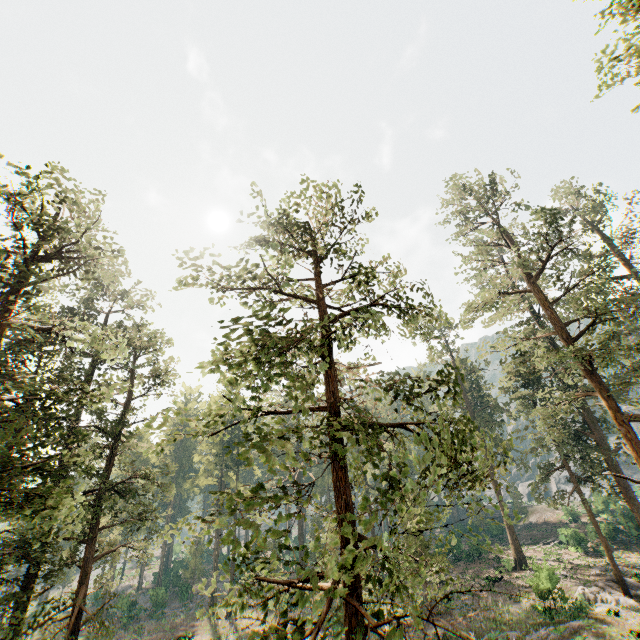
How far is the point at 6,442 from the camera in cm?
1588
